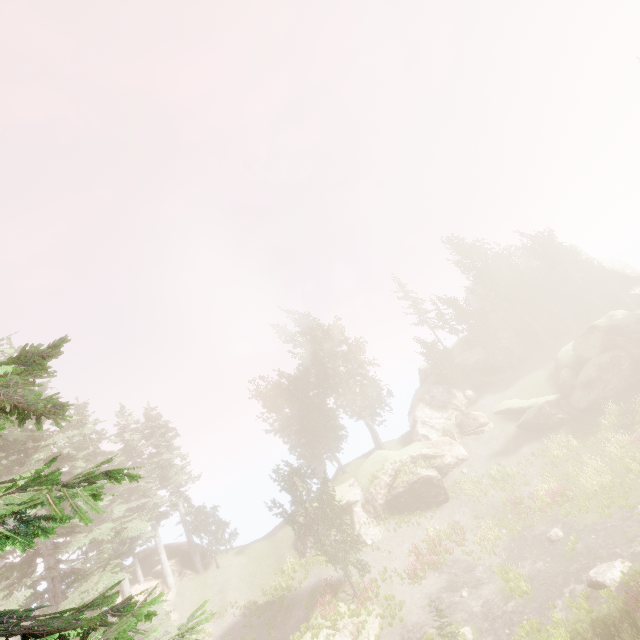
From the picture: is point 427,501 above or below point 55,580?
below

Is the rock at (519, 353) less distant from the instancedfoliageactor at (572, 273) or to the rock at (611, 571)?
the instancedfoliageactor at (572, 273)

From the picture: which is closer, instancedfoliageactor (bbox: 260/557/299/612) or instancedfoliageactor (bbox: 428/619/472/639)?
instancedfoliageactor (bbox: 428/619/472/639)

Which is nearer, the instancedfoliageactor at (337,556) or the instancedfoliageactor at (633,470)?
the instancedfoliageactor at (633,470)

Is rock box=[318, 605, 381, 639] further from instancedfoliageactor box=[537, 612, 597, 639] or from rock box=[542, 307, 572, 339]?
rock box=[542, 307, 572, 339]

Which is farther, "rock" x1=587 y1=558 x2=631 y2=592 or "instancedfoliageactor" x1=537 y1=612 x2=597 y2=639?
"rock" x1=587 y1=558 x2=631 y2=592

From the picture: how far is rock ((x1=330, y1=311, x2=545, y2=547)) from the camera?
28.6 meters

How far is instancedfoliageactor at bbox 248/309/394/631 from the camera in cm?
2277
